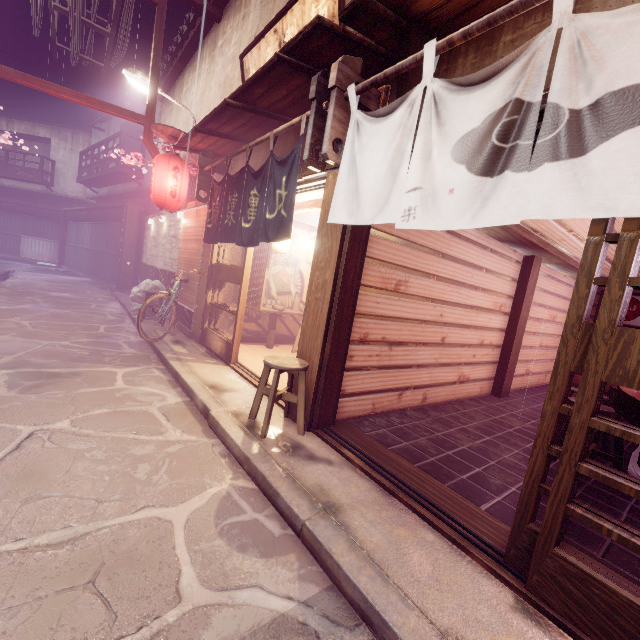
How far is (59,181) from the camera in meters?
37.4

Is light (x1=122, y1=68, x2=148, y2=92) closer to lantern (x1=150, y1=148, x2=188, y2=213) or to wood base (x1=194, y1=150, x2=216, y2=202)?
lantern (x1=150, y1=148, x2=188, y2=213)

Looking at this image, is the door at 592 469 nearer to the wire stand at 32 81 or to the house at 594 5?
the house at 594 5

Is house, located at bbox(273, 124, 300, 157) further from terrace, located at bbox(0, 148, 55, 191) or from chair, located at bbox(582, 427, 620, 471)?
terrace, located at bbox(0, 148, 55, 191)

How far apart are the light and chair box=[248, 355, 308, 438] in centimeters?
1367cm

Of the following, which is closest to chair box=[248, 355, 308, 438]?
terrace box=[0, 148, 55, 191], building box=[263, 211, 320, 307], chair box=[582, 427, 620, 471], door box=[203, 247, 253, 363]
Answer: building box=[263, 211, 320, 307]

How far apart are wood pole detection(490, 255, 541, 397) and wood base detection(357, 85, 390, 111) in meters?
8.0

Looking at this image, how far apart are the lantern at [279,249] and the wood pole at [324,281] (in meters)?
4.30
